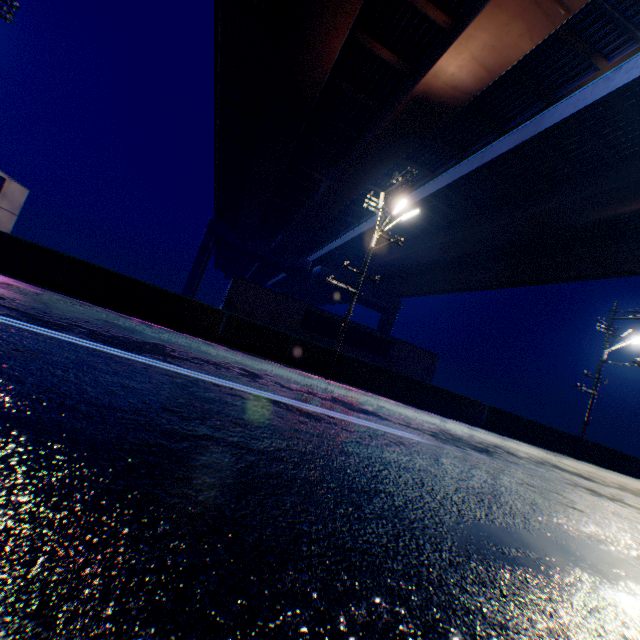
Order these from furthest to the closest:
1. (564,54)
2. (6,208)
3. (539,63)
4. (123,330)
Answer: (6,208), (539,63), (564,54), (123,330)

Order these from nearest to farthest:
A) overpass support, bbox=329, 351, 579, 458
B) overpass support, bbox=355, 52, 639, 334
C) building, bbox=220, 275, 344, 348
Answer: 1. overpass support, bbox=329, 351, 579, 458
2. overpass support, bbox=355, 52, 639, 334
3. building, bbox=220, 275, 344, 348

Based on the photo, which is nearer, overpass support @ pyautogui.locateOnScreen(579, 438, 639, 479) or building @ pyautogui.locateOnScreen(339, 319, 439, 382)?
overpass support @ pyautogui.locateOnScreen(579, 438, 639, 479)

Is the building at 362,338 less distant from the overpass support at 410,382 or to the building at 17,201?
the building at 17,201

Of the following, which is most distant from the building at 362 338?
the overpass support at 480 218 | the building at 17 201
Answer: the overpass support at 480 218

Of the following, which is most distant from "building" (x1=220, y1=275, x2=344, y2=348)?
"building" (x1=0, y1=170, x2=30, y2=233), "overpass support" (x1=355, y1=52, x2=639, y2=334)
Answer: "overpass support" (x1=355, y1=52, x2=639, y2=334)

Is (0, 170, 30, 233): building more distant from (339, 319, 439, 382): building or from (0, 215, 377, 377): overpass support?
(0, 215, 377, 377): overpass support
